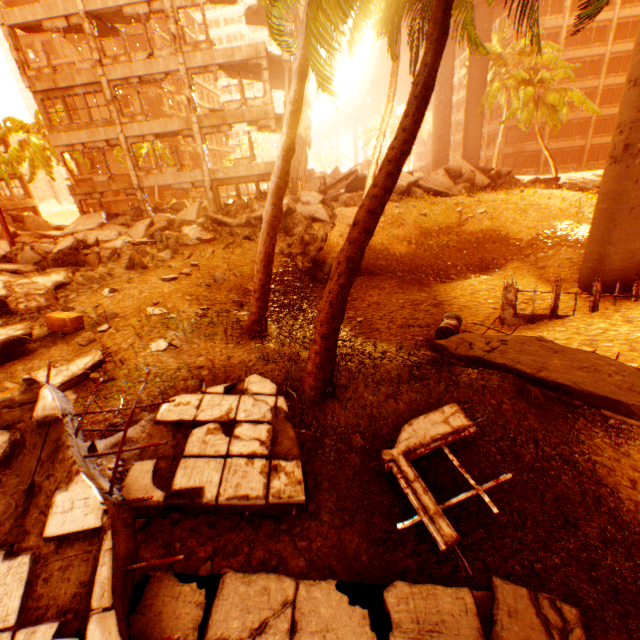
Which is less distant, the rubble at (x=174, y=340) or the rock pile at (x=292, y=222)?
the rubble at (x=174, y=340)

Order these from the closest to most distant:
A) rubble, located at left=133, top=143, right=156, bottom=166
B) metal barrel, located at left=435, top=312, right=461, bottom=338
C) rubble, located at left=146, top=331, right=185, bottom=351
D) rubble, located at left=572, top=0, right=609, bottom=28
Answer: rubble, located at left=572, top=0, right=609, bottom=28
rubble, located at left=146, top=331, right=185, bottom=351
metal barrel, located at left=435, top=312, right=461, bottom=338
rubble, located at left=133, top=143, right=156, bottom=166

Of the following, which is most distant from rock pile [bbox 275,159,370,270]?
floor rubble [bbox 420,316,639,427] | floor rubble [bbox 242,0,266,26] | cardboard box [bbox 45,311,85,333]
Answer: floor rubble [bbox 242,0,266,26]

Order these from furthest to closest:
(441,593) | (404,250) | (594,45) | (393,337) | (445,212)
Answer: (594,45) → (445,212) → (404,250) → (393,337) → (441,593)

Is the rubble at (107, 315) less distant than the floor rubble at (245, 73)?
Yes

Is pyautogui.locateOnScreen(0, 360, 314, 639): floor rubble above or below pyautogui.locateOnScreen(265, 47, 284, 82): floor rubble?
below

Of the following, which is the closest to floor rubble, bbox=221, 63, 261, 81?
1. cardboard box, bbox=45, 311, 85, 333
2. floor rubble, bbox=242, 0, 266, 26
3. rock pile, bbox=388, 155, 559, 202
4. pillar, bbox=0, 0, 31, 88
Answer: pillar, bbox=0, 0, 31, 88

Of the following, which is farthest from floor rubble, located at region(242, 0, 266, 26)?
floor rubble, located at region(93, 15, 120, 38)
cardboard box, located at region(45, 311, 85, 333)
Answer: cardboard box, located at region(45, 311, 85, 333)
